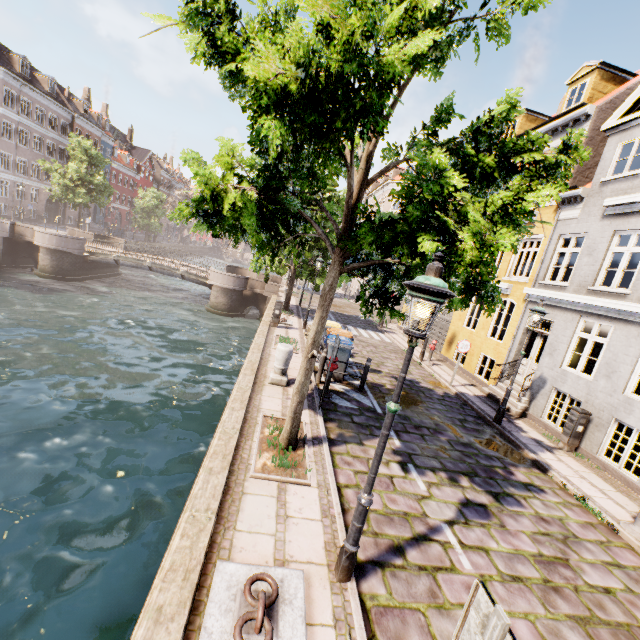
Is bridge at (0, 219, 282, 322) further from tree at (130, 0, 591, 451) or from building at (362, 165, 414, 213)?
building at (362, 165, 414, 213)

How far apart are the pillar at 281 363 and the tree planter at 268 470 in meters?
1.8

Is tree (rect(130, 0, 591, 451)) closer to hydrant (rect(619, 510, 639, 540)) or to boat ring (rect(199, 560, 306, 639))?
boat ring (rect(199, 560, 306, 639))

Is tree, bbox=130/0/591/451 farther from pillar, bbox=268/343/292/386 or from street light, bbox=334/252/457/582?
pillar, bbox=268/343/292/386

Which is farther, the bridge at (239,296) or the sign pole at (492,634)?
the bridge at (239,296)

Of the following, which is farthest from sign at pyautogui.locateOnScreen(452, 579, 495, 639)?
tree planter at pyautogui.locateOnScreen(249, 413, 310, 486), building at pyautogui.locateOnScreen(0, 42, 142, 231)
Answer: building at pyautogui.locateOnScreen(0, 42, 142, 231)

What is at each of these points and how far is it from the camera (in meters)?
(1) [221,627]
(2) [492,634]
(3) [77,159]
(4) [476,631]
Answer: (1) boat ring, 2.99
(2) sign pole, 1.73
(3) tree, 30.92
(4) sign, 1.85

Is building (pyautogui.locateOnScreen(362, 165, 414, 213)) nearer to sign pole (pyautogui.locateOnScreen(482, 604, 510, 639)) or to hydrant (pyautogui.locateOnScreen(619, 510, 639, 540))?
sign pole (pyautogui.locateOnScreen(482, 604, 510, 639))
